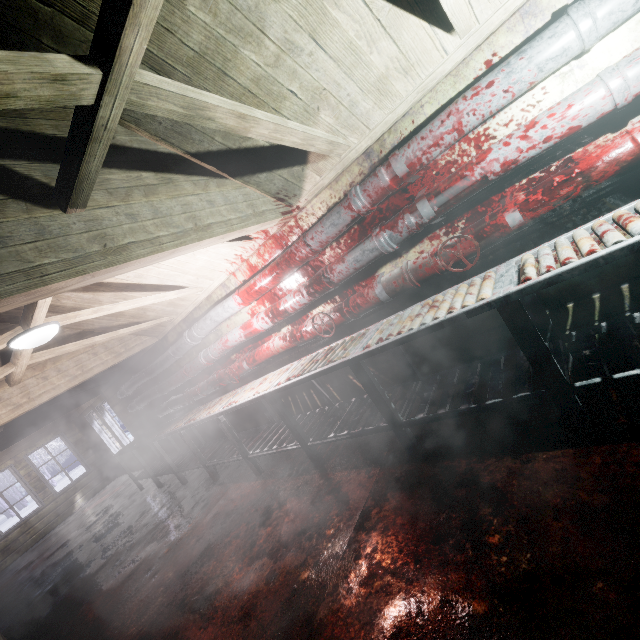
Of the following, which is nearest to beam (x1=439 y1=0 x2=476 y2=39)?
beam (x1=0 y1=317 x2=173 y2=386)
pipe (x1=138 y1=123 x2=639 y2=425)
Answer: pipe (x1=138 y1=123 x2=639 y2=425)

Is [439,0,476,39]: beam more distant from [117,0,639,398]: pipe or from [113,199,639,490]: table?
[113,199,639,490]: table

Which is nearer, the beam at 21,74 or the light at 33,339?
the beam at 21,74

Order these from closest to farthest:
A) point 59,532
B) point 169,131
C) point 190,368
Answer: point 169,131, point 190,368, point 59,532

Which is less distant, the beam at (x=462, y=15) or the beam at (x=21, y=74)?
the beam at (x=21, y=74)

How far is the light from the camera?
2.3m

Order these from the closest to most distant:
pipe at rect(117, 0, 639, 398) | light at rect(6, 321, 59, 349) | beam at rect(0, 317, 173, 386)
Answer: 1. pipe at rect(117, 0, 639, 398)
2. light at rect(6, 321, 59, 349)
3. beam at rect(0, 317, 173, 386)

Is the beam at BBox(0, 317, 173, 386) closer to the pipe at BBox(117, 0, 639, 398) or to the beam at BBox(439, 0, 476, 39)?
the pipe at BBox(117, 0, 639, 398)
